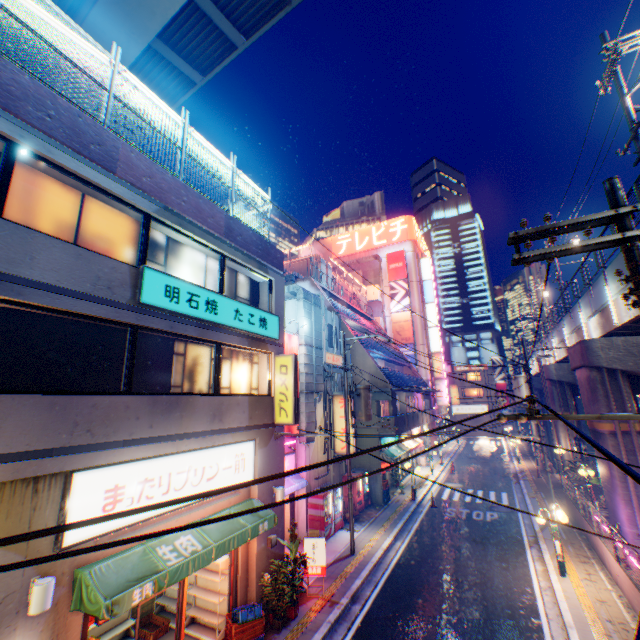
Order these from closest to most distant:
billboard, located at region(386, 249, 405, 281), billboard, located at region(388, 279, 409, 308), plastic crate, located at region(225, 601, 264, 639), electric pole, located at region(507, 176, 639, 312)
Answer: electric pole, located at region(507, 176, 639, 312), plastic crate, located at region(225, 601, 264, 639), billboard, located at region(388, 279, 409, 308), billboard, located at region(386, 249, 405, 281)

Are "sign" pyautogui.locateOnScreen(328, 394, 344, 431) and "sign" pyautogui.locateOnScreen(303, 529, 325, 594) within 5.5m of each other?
no

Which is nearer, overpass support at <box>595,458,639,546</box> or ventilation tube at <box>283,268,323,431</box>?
overpass support at <box>595,458,639,546</box>

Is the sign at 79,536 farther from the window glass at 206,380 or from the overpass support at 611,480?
the overpass support at 611,480

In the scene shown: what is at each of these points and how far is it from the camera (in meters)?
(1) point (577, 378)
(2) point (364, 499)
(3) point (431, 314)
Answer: (1) overpass support, 18.50
(2) vending machine, 20.22
(3) sign, 44.38

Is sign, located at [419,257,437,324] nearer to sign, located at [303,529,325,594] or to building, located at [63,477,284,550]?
sign, located at [303,529,325,594]

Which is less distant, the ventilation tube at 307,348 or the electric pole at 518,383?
the electric pole at 518,383

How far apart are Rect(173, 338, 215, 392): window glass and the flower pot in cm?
648
